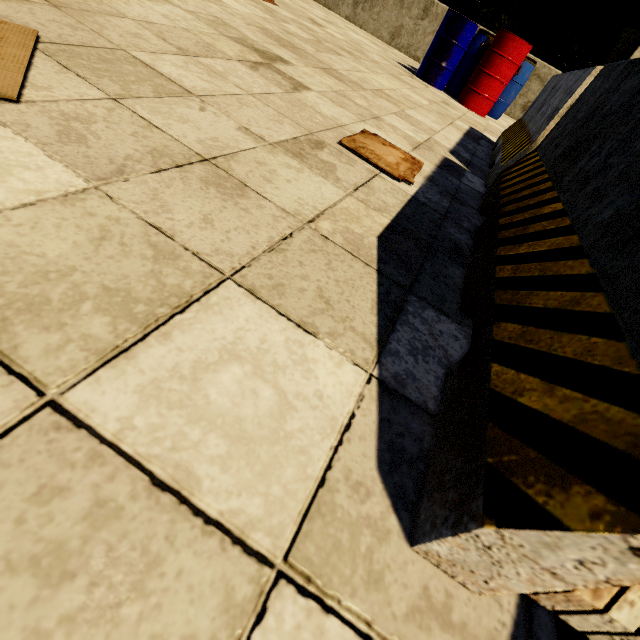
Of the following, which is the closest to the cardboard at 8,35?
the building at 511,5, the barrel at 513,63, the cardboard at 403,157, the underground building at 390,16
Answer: the cardboard at 403,157

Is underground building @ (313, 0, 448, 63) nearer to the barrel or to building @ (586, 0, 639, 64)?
the barrel

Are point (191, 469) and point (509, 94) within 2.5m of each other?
no

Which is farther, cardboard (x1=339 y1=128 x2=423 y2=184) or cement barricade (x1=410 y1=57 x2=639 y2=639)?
cardboard (x1=339 y1=128 x2=423 y2=184)

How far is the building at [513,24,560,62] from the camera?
31.5m

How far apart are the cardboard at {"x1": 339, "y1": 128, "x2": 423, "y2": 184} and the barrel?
5.3m

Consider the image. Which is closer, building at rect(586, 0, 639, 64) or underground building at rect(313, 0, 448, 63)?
underground building at rect(313, 0, 448, 63)

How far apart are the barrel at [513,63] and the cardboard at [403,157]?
5.26m
